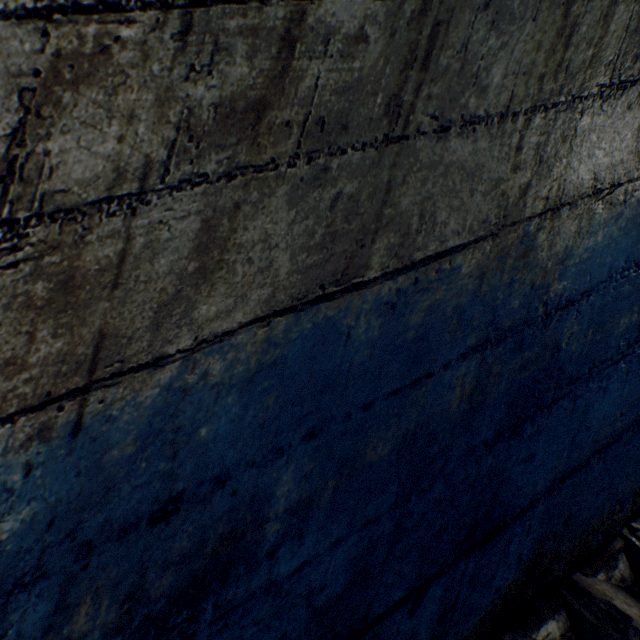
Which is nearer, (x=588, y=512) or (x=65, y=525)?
(x=65, y=525)
